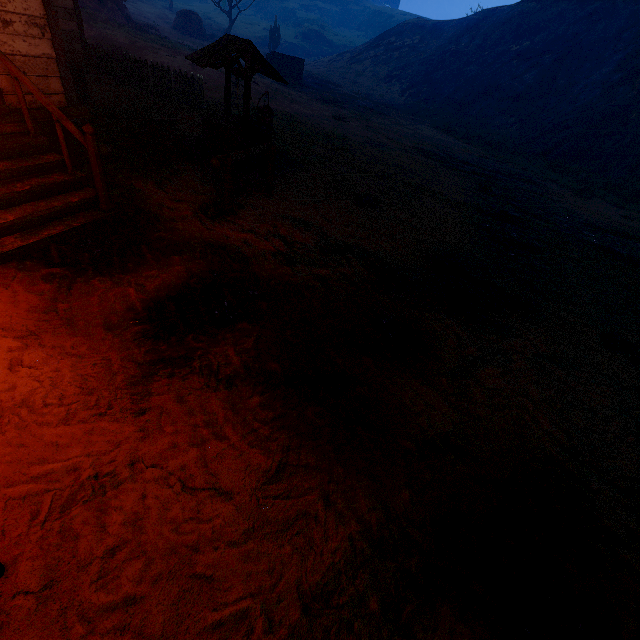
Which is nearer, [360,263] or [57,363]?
[57,363]

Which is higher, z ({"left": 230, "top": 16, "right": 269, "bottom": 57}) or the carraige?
z ({"left": 230, "top": 16, "right": 269, "bottom": 57})

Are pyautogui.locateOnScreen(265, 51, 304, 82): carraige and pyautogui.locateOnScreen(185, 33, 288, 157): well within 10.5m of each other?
no

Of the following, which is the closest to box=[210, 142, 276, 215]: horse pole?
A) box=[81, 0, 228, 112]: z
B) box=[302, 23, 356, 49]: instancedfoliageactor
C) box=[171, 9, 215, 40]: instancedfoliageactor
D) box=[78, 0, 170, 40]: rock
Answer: box=[81, 0, 228, 112]: z

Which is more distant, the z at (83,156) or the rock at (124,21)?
the rock at (124,21)

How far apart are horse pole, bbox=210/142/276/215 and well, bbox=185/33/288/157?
1.5 meters

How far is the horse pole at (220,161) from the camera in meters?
4.9 m

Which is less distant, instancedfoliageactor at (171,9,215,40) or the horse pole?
the horse pole
